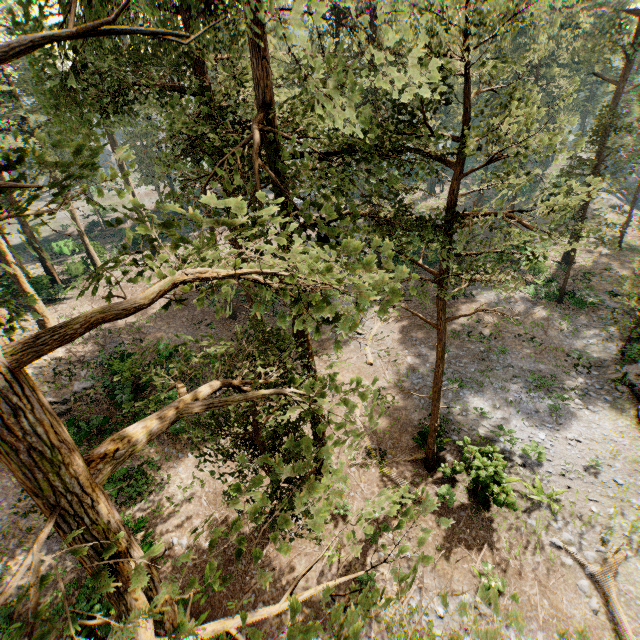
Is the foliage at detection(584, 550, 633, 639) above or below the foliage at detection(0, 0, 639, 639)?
below

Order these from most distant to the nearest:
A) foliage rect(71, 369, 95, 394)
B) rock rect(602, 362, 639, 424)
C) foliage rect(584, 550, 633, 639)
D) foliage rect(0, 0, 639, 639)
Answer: foliage rect(71, 369, 95, 394), rock rect(602, 362, 639, 424), foliage rect(584, 550, 633, 639), foliage rect(0, 0, 639, 639)

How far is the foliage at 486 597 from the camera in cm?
273

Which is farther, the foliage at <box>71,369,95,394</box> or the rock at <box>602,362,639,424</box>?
the foliage at <box>71,369,95,394</box>

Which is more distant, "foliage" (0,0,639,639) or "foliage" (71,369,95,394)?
"foliage" (71,369,95,394)

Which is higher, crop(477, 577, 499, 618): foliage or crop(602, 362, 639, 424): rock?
crop(477, 577, 499, 618): foliage

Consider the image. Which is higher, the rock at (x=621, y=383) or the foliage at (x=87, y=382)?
the foliage at (x=87, y=382)

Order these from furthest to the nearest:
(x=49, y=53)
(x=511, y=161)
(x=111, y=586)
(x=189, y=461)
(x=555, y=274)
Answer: (x=511, y=161) → (x=555, y=274) → (x=189, y=461) → (x=49, y=53) → (x=111, y=586)
